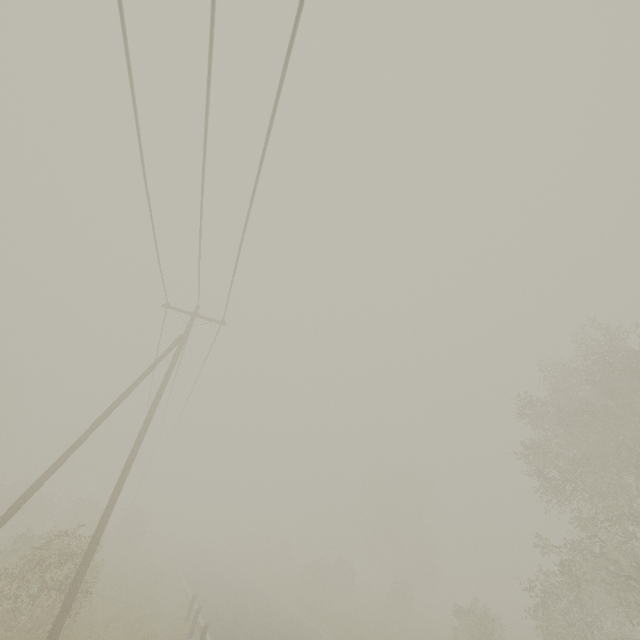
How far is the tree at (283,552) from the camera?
45.4m

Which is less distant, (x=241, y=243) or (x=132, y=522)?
(x=241, y=243)

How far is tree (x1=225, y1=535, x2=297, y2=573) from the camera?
45.4m
